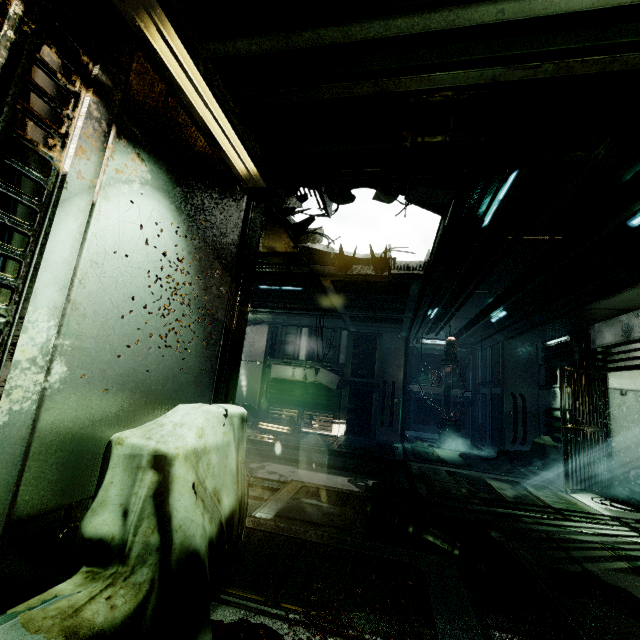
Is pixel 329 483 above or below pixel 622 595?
below

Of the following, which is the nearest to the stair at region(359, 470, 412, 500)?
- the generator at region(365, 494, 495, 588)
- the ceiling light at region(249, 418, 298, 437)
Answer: the generator at region(365, 494, 495, 588)

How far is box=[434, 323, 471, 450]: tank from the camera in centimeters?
1309cm

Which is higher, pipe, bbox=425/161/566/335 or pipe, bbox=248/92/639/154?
pipe, bbox=425/161/566/335

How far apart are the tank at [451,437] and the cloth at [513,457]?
2.88m

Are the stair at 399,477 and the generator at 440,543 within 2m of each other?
no

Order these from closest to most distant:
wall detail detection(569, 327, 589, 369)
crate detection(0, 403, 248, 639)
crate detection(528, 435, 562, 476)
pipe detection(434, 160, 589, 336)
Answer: crate detection(0, 403, 248, 639)
pipe detection(434, 160, 589, 336)
wall detail detection(569, 327, 589, 369)
crate detection(528, 435, 562, 476)

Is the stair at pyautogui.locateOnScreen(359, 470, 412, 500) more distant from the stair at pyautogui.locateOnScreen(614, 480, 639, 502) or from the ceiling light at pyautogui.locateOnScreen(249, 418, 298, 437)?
the stair at pyautogui.locateOnScreen(614, 480, 639, 502)
